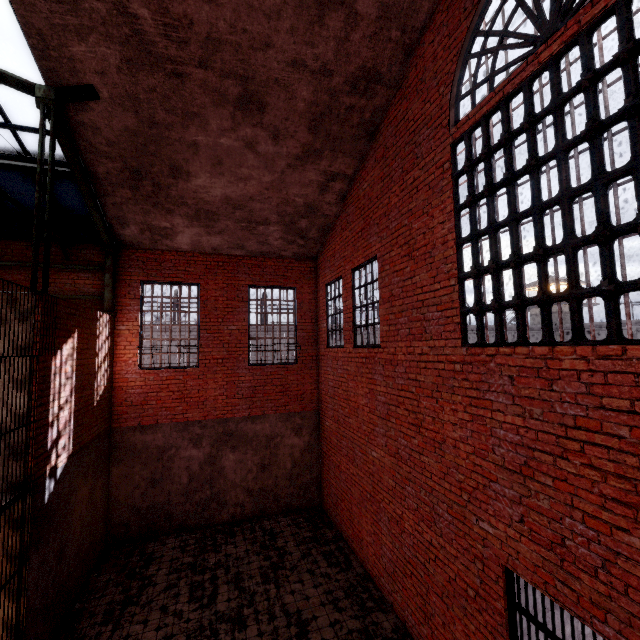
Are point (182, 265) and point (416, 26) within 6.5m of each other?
no

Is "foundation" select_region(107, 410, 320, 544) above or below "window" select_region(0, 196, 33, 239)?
below

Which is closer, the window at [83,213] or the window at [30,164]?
the window at [30,164]

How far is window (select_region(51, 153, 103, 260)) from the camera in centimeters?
701cm

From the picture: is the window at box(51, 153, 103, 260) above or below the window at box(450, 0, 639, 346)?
above

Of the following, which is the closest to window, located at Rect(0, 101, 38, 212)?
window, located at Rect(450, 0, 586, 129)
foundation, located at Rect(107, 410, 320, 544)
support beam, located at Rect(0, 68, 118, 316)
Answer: support beam, located at Rect(0, 68, 118, 316)

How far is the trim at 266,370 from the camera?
8.9 meters

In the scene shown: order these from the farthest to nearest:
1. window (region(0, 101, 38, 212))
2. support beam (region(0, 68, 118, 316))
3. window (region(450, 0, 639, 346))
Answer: window (region(0, 101, 38, 212)) → support beam (region(0, 68, 118, 316)) → window (region(450, 0, 639, 346))
